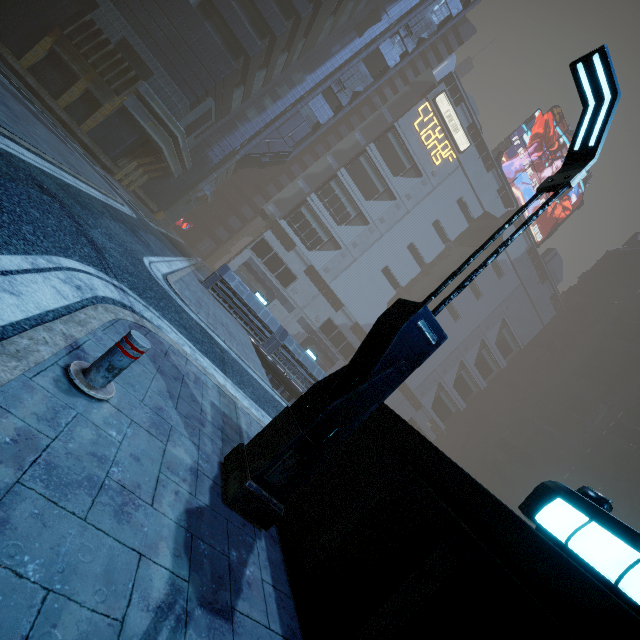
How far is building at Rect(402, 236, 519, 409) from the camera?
58.2 meters

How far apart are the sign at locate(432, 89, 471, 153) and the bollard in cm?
6052

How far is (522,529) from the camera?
2.4 meters

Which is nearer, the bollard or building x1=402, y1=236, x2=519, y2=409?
the bollard

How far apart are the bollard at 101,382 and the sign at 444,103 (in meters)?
60.52

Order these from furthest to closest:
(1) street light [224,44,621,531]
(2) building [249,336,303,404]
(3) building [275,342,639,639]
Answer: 1. (2) building [249,336,303,404]
2. (1) street light [224,44,621,531]
3. (3) building [275,342,639,639]

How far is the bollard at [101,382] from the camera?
2.8m

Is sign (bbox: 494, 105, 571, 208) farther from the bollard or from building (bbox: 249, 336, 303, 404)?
the bollard
